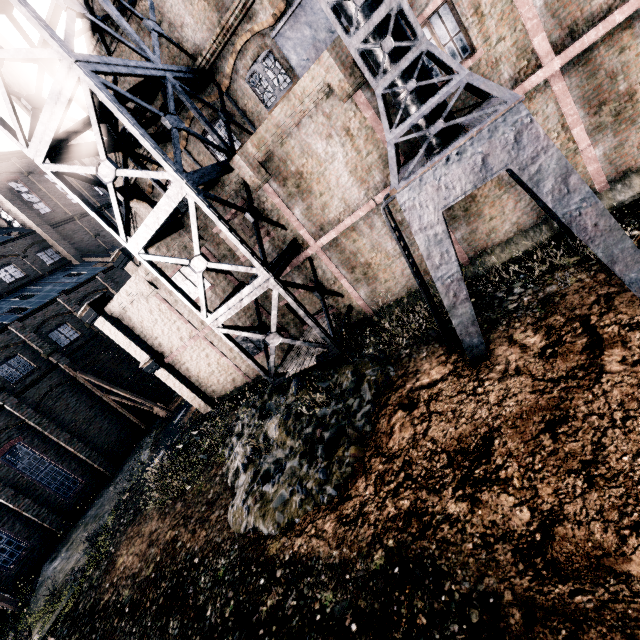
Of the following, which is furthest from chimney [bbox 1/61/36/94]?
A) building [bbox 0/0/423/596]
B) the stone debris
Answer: the stone debris

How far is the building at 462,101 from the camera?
9.76m

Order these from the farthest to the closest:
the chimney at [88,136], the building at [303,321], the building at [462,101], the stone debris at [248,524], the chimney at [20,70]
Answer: the chimney at [88,136] < the chimney at [20,70] < the building at [303,321] < the building at [462,101] < the stone debris at [248,524]

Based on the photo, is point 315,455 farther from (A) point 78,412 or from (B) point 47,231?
(B) point 47,231

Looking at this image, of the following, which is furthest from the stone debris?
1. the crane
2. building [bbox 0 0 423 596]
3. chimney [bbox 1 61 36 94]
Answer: chimney [bbox 1 61 36 94]

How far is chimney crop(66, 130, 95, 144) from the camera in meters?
24.9 m

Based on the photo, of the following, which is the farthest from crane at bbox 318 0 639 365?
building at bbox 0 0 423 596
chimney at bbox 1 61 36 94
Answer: chimney at bbox 1 61 36 94
